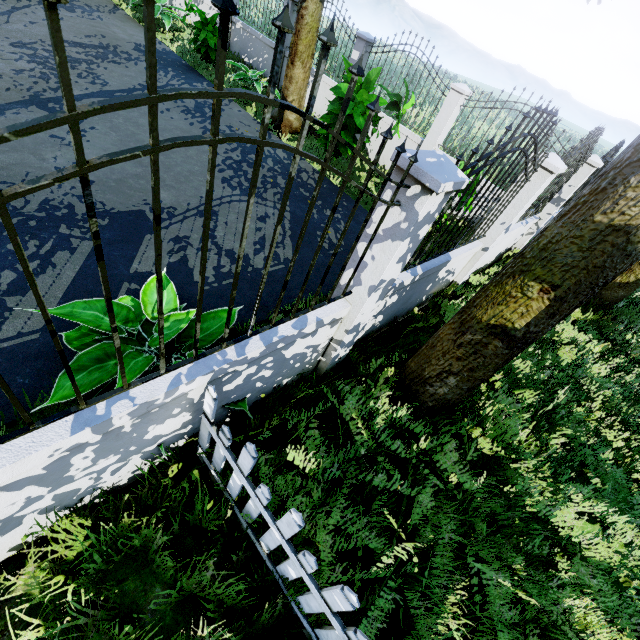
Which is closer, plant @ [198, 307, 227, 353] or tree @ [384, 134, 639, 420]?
tree @ [384, 134, 639, 420]

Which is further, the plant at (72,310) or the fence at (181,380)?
the plant at (72,310)

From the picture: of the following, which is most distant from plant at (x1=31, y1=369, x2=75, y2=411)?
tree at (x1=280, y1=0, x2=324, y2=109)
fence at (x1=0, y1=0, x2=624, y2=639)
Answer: tree at (x1=280, y1=0, x2=324, y2=109)

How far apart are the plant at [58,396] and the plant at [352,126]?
5.1m

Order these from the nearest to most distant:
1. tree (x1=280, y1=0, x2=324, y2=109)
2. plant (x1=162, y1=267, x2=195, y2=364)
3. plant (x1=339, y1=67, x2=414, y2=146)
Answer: plant (x1=162, y1=267, x2=195, y2=364)
plant (x1=339, y1=67, x2=414, y2=146)
tree (x1=280, y1=0, x2=324, y2=109)

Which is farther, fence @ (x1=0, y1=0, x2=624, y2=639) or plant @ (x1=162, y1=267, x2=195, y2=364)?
plant @ (x1=162, y1=267, x2=195, y2=364)

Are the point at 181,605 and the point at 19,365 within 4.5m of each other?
yes

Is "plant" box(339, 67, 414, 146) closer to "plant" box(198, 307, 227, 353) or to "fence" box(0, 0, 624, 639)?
"fence" box(0, 0, 624, 639)
